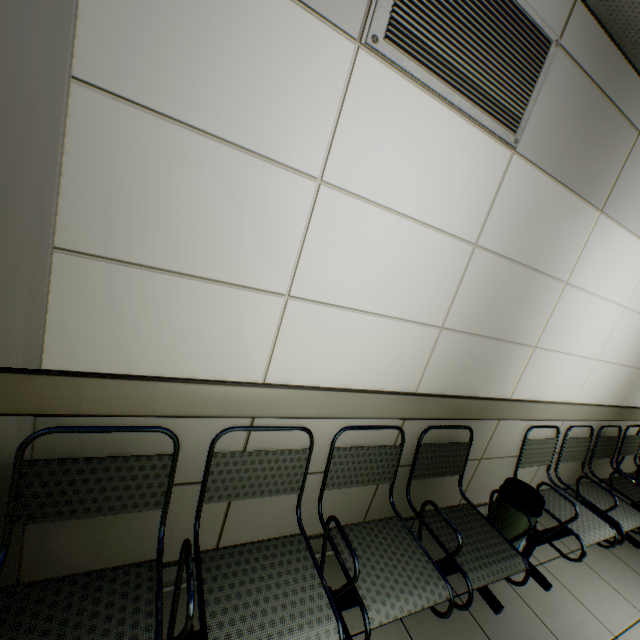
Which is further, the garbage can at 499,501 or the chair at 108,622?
the garbage can at 499,501

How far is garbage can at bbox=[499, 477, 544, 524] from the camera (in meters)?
2.19

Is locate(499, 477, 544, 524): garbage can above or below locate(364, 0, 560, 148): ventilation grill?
below

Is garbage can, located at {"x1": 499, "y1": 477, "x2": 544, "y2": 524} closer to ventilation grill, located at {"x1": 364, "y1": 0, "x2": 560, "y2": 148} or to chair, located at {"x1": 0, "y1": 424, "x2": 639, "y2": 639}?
chair, located at {"x1": 0, "y1": 424, "x2": 639, "y2": 639}

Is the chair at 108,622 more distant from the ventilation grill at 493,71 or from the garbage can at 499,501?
the ventilation grill at 493,71

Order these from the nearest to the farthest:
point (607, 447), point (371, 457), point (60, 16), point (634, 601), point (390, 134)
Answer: point (60, 16), point (390, 134), point (371, 457), point (634, 601), point (607, 447)

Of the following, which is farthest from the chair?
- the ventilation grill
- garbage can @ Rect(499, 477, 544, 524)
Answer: the ventilation grill
